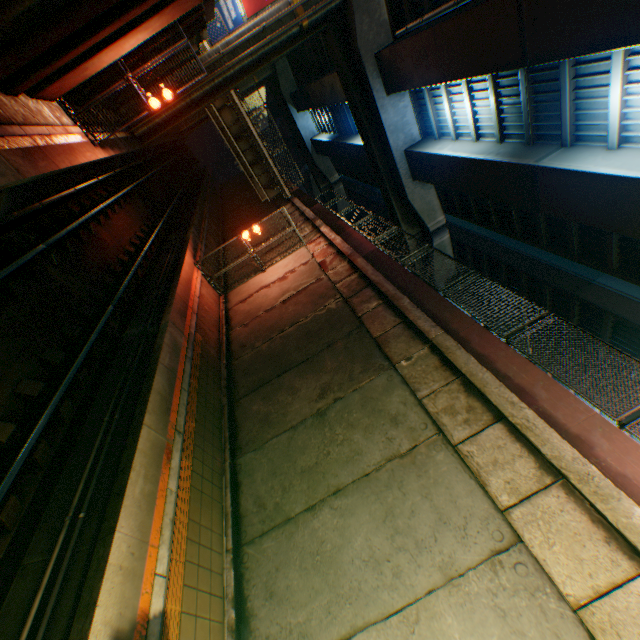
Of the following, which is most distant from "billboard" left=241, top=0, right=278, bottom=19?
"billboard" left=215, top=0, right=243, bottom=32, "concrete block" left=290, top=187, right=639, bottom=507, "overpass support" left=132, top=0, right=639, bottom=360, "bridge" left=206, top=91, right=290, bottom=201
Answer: "concrete block" left=290, top=187, right=639, bottom=507

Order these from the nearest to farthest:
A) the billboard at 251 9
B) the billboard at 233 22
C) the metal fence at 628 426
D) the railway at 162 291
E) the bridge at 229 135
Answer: the railway at 162 291, the metal fence at 628 426, the bridge at 229 135, the billboard at 233 22, the billboard at 251 9

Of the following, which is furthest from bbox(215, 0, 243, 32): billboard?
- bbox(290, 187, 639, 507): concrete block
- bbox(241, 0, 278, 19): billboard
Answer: bbox(290, 187, 639, 507): concrete block

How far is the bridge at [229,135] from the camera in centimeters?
2061cm

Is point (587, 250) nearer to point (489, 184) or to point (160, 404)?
point (489, 184)

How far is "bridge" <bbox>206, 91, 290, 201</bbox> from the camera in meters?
20.6 m

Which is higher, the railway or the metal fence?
the metal fence

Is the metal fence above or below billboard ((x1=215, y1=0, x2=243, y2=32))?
below
